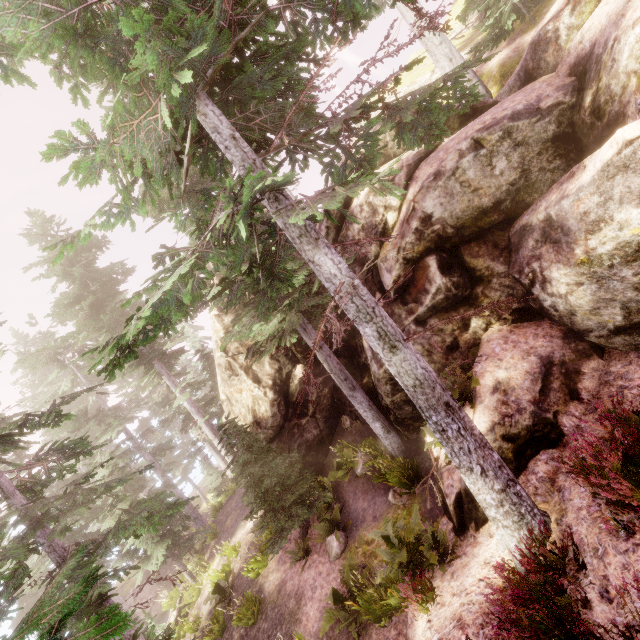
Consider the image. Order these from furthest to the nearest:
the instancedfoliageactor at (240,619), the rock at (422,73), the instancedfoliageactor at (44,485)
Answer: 1. the rock at (422,73)
2. the instancedfoliageactor at (240,619)
3. the instancedfoliageactor at (44,485)

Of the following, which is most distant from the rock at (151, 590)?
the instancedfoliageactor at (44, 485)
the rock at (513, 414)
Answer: the rock at (513, 414)

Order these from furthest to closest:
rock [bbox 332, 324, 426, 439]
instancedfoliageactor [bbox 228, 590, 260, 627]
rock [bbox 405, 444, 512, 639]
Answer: instancedfoliageactor [bbox 228, 590, 260, 627]
rock [bbox 332, 324, 426, 439]
rock [bbox 405, 444, 512, 639]

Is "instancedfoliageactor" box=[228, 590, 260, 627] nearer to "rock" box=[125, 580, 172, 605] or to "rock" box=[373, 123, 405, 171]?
"rock" box=[373, 123, 405, 171]

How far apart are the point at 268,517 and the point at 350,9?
15.3m

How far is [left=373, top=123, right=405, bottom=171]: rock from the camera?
11.8 meters

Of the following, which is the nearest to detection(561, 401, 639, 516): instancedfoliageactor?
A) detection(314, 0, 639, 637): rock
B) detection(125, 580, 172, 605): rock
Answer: detection(314, 0, 639, 637): rock
